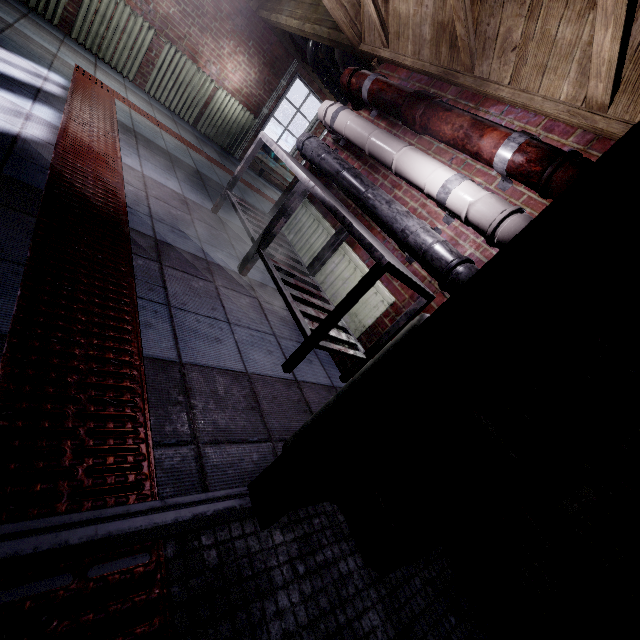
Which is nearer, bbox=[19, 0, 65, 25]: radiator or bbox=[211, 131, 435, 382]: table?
bbox=[211, 131, 435, 382]: table

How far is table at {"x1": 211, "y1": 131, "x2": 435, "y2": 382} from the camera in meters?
1.7 m

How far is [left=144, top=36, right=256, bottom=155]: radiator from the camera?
4.98m

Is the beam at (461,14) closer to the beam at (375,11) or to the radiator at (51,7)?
the beam at (375,11)

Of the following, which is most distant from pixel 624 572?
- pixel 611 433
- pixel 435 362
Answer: pixel 435 362

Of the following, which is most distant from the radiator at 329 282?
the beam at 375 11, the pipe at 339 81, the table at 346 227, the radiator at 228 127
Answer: the radiator at 228 127

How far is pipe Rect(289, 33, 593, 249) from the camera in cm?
150

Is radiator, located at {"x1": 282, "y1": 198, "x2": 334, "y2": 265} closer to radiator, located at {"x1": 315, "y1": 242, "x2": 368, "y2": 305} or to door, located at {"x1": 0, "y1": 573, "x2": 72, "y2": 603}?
radiator, located at {"x1": 315, "y1": 242, "x2": 368, "y2": 305}
